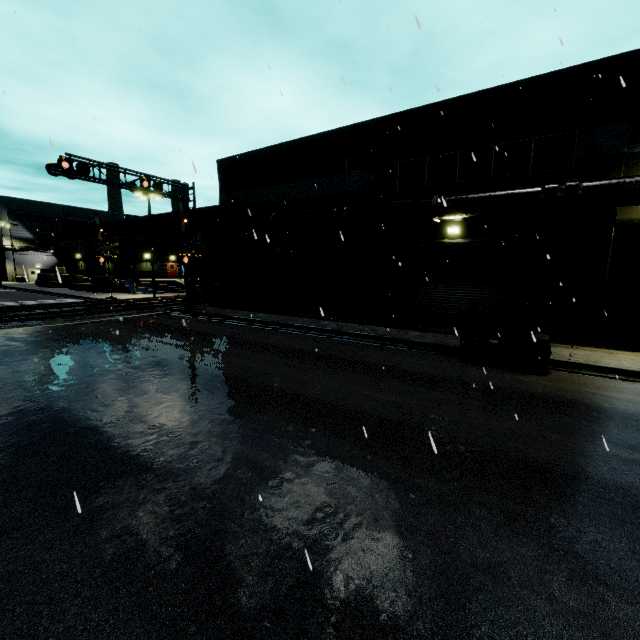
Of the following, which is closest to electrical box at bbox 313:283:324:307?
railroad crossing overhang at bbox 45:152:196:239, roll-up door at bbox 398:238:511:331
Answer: roll-up door at bbox 398:238:511:331

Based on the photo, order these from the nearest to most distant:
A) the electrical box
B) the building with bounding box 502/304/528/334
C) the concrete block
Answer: the building with bounding box 502/304/528/334, the electrical box, the concrete block

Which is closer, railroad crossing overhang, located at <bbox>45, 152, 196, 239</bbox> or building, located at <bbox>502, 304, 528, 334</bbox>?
building, located at <bbox>502, 304, 528, 334</bbox>

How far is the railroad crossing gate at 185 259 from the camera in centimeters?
2127cm

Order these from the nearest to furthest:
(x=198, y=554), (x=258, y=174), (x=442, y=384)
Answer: (x=198, y=554)
(x=442, y=384)
(x=258, y=174)

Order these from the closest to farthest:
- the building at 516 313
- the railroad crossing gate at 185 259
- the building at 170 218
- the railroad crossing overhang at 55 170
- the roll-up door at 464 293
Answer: the building at 516 313
the roll-up door at 464 293
the railroad crossing overhang at 55 170
the railroad crossing gate at 185 259
the building at 170 218

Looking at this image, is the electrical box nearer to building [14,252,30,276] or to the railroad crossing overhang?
building [14,252,30,276]

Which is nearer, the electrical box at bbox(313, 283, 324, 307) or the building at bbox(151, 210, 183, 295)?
the electrical box at bbox(313, 283, 324, 307)
